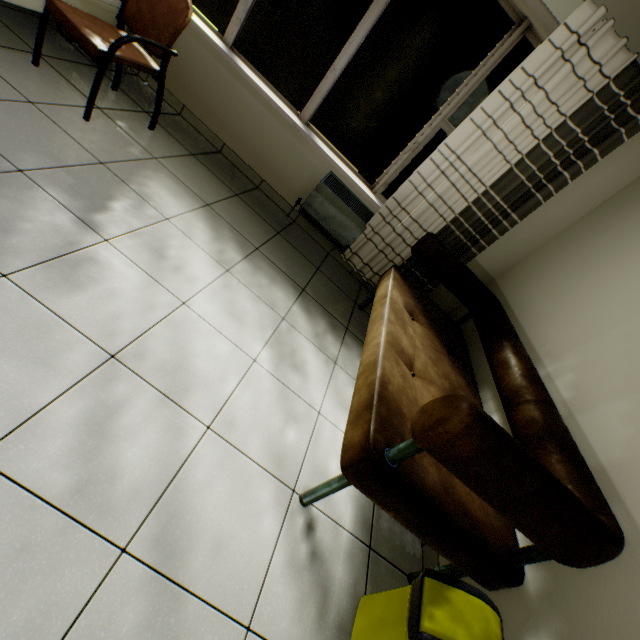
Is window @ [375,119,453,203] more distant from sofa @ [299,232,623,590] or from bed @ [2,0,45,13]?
bed @ [2,0,45,13]

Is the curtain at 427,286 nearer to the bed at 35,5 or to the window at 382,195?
the window at 382,195

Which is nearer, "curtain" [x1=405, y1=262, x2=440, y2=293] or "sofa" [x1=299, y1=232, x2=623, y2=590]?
"sofa" [x1=299, y1=232, x2=623, y2=590]

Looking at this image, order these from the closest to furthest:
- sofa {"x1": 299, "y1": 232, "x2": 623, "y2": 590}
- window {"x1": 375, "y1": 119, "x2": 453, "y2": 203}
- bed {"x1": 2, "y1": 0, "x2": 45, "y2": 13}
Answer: sofa {"x1": 299, "y1": 232, "x2": 623, "y2": 590}, bed {"x1": 2, "y1": 0, "x2": 45, "y2": 13}, window {"x1": 375, "y1": 119, "x2": 453, "y2": 203}

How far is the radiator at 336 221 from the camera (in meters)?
3.11

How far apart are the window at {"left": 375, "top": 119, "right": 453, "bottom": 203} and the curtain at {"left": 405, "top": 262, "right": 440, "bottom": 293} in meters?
0.2 m

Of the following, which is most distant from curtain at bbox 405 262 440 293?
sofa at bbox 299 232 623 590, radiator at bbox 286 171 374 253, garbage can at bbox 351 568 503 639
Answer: garbage can at bbox 351 568 503 639

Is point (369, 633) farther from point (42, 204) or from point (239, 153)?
point (239, 153)
